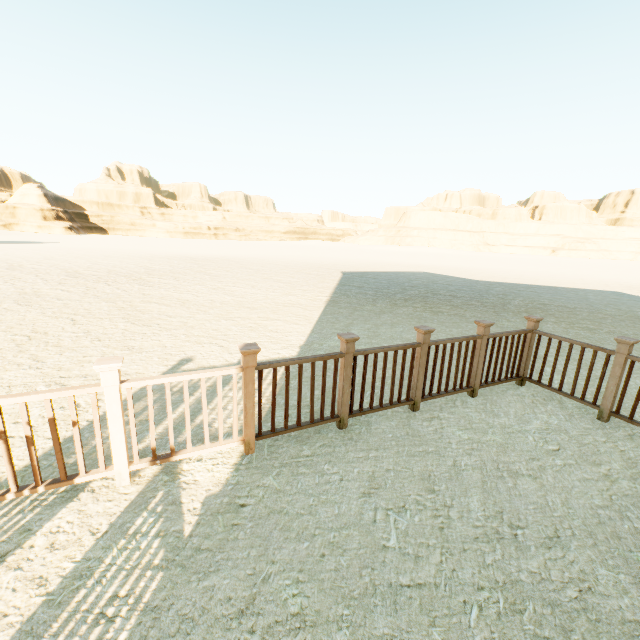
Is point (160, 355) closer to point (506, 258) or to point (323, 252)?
point (323, 252)
